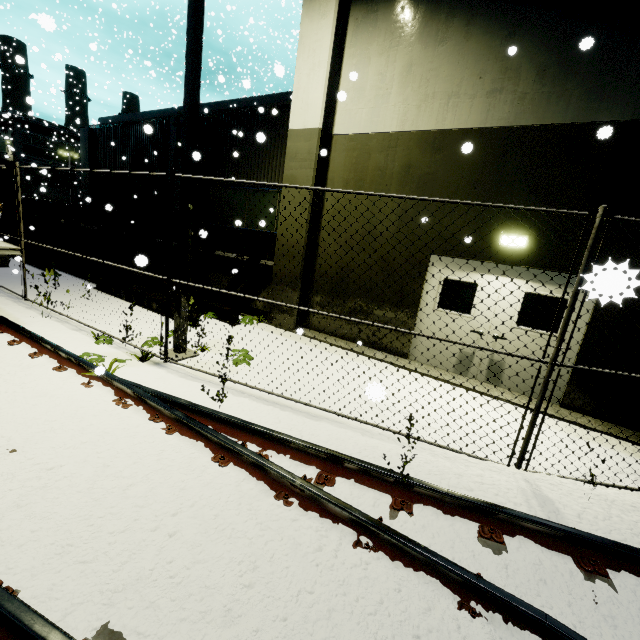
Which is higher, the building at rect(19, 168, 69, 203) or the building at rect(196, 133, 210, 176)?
the building at rect(196, 133, 210, 176)

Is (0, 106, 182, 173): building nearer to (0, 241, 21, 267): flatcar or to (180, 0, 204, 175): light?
(180, 0, 204, 175): light

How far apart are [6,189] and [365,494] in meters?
70.4

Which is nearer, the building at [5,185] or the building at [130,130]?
the building at [130,130]

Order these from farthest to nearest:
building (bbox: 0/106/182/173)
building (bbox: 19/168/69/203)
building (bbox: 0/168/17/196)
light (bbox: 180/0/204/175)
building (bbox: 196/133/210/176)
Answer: building (bbox: 19/168/69/203) < building (bbox: 0/168/17/196) < building (bbox: 0/106/182/173) < building (bbox: 196/133/210/176) < light (bbox: 180/0/204/175)

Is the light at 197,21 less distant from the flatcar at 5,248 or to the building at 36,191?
the building at 36,191

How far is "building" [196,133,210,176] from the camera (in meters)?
12.56
